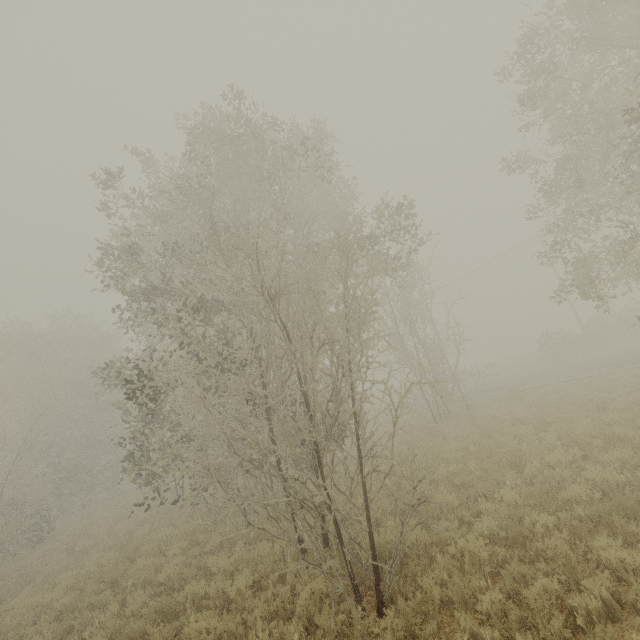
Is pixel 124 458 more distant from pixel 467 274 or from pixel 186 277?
pixel 467 274
